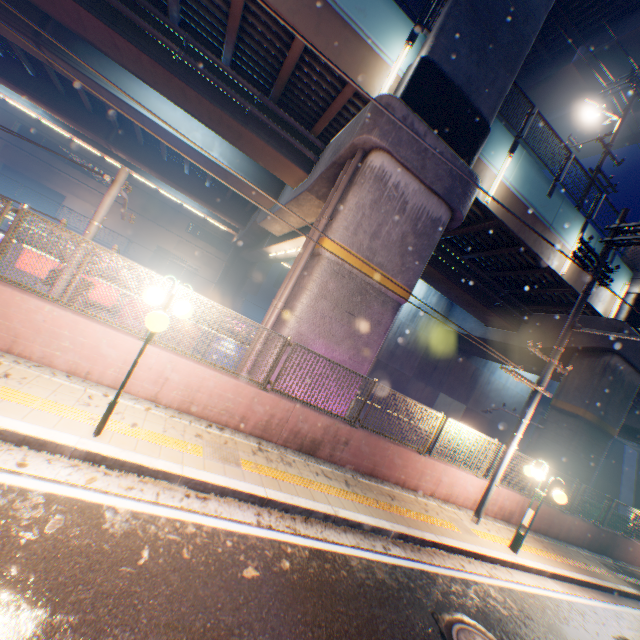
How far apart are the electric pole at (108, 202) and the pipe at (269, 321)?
3.71m

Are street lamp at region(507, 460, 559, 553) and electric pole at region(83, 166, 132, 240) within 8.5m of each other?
no

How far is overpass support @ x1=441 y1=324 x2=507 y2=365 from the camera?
20.4 meters

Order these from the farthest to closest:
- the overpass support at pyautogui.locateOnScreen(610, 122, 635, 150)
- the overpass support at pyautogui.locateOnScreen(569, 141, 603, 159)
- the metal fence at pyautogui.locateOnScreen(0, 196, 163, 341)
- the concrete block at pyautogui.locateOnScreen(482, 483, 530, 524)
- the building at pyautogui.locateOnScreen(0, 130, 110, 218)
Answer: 1. the building at pyautogui.locateOnScreen(0, 130, 110, 218)
2. the overpass support at pyautogui.locateOnScreen(569, 141, 603, 159)
3. the overpass support at pyautogui.locateOnScreen(610, 122, 635, 150)
4. the concrete block at pyautogui.locateOnScreen(482, 483, 530, 524)
5. the metal fence at pyautogui.locateOnScreen(0, 196, 163, 341)

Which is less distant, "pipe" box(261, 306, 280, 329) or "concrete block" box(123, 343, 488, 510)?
"concrete block" box(123, 343, 488, 510)

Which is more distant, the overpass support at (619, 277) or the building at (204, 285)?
the building at (204, 285)

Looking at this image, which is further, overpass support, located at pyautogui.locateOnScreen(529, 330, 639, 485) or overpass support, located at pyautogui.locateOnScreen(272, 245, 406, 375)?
overpass support, located at pyautogui.locateOnScreen(529, 330, 639, 485)

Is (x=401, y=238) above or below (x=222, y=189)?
below
